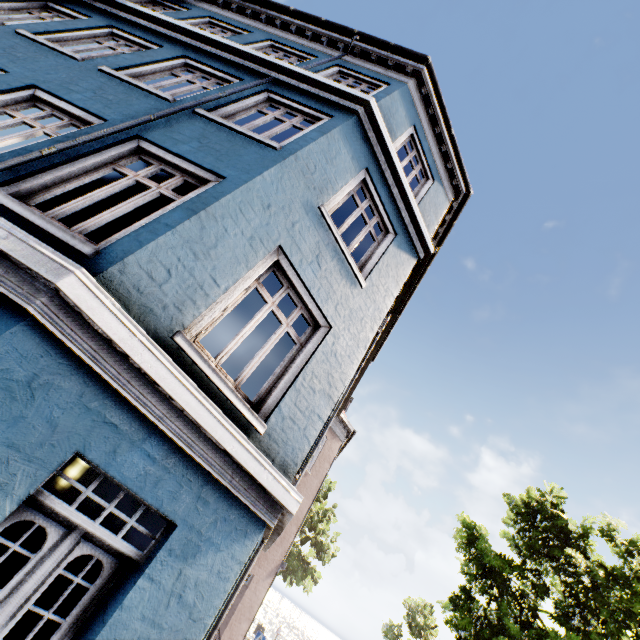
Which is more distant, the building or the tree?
the tree

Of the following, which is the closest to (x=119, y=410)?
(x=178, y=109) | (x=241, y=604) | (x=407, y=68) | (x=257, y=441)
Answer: (x=257, y=441)

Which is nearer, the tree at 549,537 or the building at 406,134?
the building at 406,134
